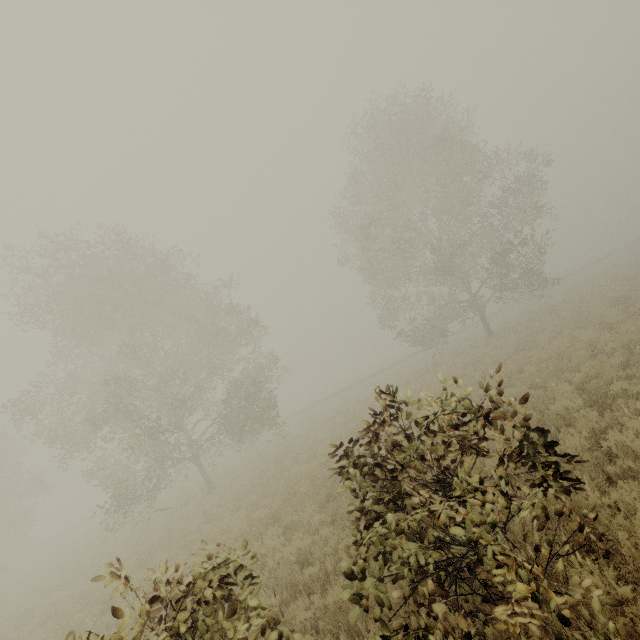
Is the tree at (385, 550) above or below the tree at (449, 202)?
below

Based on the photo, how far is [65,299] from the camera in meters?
16.6

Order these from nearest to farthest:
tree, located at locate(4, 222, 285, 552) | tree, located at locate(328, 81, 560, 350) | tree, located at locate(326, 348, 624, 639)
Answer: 1. tree, located at locate(326, 348, 624, 639)
2. tree, located at locate(4, 222, 285, 552)
3. tree, located at locate(328, 81, 560, 350)

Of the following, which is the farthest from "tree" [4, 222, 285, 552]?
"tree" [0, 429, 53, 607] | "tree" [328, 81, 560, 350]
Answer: "tree" [0, 429, 53, 607]

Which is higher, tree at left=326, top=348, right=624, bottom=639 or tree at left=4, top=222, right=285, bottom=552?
tree at left=4, top=222, right=285, bottom=552

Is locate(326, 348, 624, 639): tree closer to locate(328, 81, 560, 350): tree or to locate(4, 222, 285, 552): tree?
locate(4, 222, 285, 552): tree

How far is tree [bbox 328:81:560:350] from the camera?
19.53m

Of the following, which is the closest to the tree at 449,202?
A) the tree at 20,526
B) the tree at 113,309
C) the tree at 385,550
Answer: the tree at 113,309
